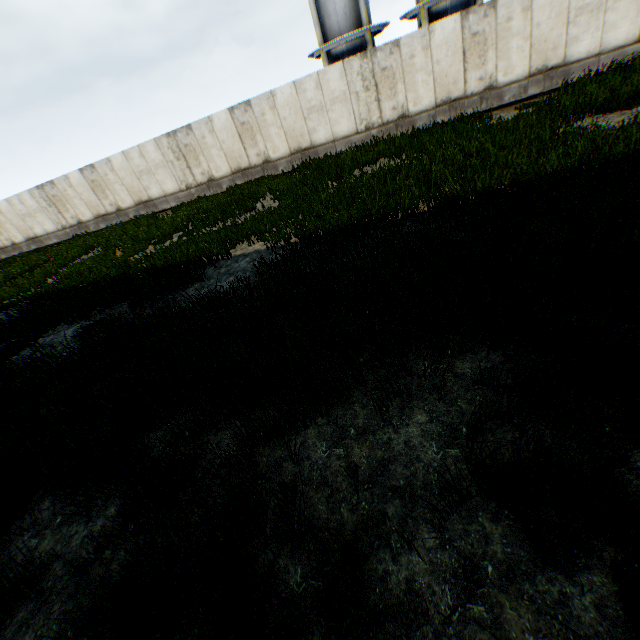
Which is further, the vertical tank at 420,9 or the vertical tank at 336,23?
the vertical tank at 336,23

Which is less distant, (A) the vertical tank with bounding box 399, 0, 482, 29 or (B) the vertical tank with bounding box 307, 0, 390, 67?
(A) the vertical tank with bounding box 399, 0, 482, 29

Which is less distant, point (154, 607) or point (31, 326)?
point (154, 607)
